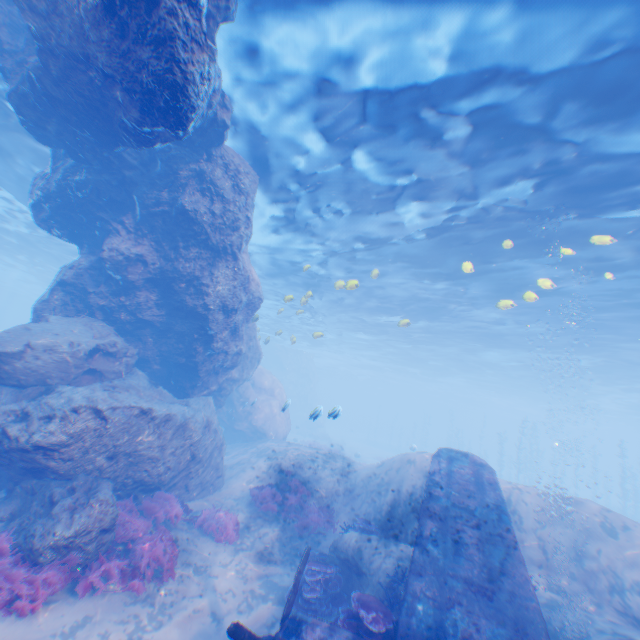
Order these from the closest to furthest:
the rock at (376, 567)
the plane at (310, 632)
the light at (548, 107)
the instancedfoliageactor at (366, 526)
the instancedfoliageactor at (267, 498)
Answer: the plane at (310, 632), the light at (548, 107), the rock at (376, 567), the instancedfoliageactor at (366, 526), the instancedfoliageactor at (267, 498)

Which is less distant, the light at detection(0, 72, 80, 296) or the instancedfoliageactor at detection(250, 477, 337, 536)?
the instancedfoliageactor at detection(250, 477, 337, 536)

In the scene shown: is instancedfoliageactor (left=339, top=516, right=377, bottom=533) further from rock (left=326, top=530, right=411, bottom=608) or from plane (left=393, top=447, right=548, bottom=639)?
plane (left=393, top=447, right=548, bottom=639)

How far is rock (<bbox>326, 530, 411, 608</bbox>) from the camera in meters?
7.9

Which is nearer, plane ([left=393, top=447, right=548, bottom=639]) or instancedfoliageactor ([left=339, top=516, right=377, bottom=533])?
plane ([left=393, top=447, right=548, bottom=639])

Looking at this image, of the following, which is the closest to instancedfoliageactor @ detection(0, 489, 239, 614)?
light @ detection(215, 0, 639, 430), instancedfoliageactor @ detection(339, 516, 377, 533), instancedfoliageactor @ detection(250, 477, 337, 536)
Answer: instancedfoliageactor @ detection(250, 477, 337, 536)

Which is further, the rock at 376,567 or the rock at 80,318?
the rock at 376,567

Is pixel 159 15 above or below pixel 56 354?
above
